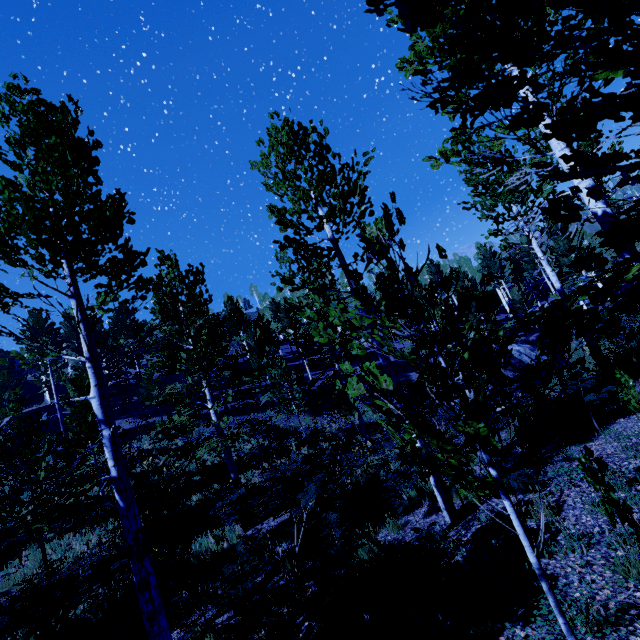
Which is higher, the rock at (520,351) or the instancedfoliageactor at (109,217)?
the instancedfoliageactor at (109,217)

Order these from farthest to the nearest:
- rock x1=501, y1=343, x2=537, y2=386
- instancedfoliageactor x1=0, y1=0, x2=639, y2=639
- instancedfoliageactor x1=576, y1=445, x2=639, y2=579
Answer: rock x1=501, y1=343, x2=537, y2=386 < instancedfoliageactor x1=576, y1=445, x2=639, y2=579 < instancedfoliageactor x1=0, y1=0, x2=639, y2=639

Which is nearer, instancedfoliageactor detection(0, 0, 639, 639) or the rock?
instancedfoliageactor detection(0, 0, 639, 639)

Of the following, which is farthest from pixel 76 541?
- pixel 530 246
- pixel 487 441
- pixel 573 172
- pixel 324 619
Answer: pixel 530 246

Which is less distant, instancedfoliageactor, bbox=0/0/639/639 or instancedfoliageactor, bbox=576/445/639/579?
instancedfoliageactor, bbox=0/0/639/639

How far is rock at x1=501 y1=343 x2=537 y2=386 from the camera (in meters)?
15.71

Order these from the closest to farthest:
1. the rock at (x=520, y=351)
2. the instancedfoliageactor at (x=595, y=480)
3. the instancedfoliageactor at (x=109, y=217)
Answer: the instancedfoliageactor at (x=109, y=217), the instancedfoliageactor at (x=595, y=480), the rock at (x=520, y=351)
